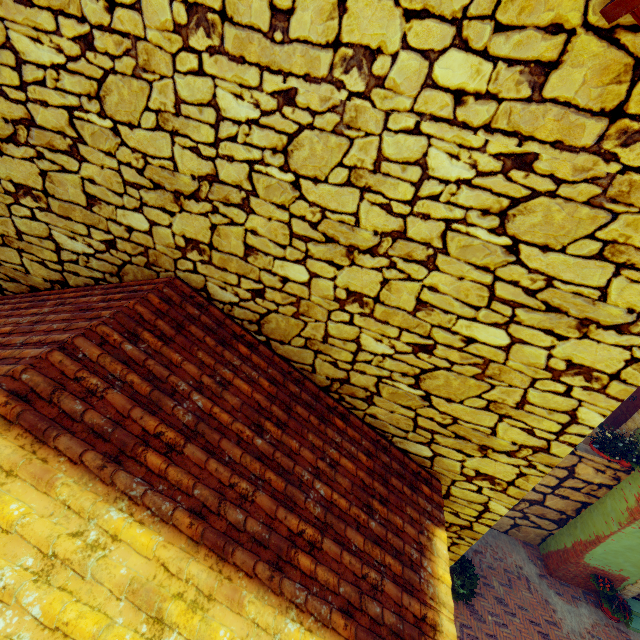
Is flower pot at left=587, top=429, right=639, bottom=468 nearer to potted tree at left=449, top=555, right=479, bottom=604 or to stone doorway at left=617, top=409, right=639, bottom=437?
stone doorway at left=617, top=409, right=639, bottom=437

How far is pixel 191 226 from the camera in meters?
2.3

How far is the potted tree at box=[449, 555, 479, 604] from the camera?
7.7 meters

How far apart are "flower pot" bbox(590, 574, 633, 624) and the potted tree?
4.6 meters

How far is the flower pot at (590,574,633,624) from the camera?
8.9 meters

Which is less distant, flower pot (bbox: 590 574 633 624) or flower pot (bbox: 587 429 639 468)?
flower pot (bbox: 587 429 639 468)

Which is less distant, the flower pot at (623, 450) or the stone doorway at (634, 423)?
the flower pot at (623, 450)

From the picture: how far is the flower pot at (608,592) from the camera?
8.9 meters
